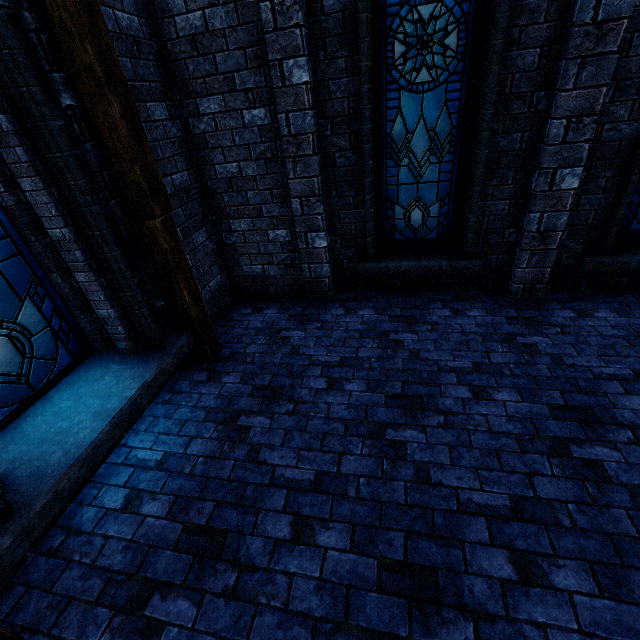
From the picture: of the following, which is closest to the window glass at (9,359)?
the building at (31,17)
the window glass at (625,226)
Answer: the building at (31,17)

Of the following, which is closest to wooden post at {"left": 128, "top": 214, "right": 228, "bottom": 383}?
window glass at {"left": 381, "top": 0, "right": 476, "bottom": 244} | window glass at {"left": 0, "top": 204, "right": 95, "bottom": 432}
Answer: window glass at {"left": 0, "top": 204, "right": 95, "bottom": 432}

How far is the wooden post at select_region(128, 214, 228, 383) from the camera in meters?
3.2 m

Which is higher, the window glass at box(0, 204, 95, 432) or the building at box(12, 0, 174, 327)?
the building at box(12, 0, 174, 327)

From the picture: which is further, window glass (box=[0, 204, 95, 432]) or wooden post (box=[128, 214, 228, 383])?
wooden post (box=[128, 214, 228, 383])

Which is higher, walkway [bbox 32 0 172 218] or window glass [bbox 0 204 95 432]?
walkway [bbox 32 0 172 218]

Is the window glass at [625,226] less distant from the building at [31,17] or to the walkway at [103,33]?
the building at [31,17]

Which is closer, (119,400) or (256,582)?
(256,582)
